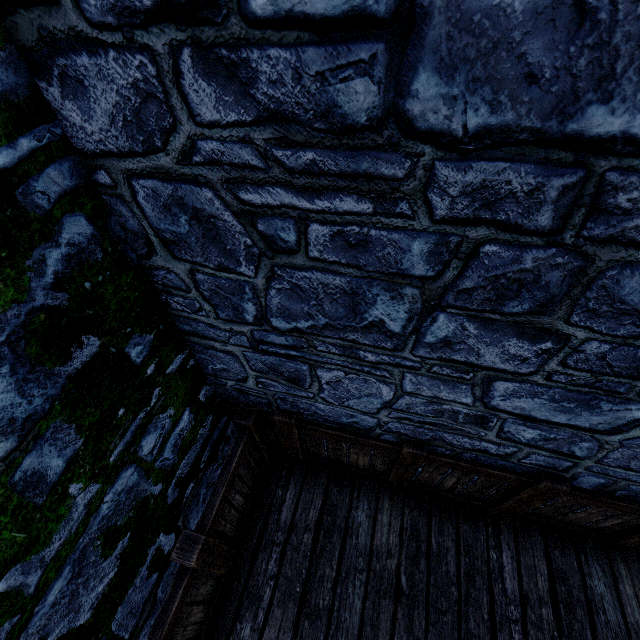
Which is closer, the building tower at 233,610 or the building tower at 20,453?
the building tower at 20,453

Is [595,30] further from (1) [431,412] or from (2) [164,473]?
(2) [164,473]

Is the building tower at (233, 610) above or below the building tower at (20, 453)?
below

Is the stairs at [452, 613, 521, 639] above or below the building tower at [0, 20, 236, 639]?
below

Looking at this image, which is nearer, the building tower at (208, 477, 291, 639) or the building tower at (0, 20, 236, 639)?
the building tower at (0, 20, 236, 639)

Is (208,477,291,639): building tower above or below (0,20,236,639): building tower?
below

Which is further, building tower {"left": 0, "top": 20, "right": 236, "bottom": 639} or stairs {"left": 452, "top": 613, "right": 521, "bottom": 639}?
stairs {"left": 452, "top": 613, "right": 521, "bottom": 639}
